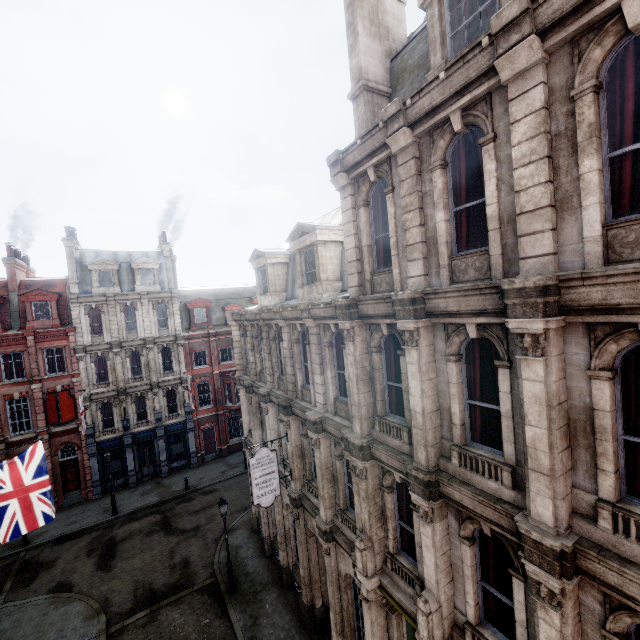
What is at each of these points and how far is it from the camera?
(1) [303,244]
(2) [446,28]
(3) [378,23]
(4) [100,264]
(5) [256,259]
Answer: (1) roof window, 12.8m
(2) roof window, 6.8m
(3) chimney, 9.5m
(4) roof window, 27.6m
(5) roof window, 17.6m

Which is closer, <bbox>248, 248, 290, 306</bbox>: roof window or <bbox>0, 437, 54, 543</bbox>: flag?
<bbox>0, 437, 54, 543</bbox>: flag

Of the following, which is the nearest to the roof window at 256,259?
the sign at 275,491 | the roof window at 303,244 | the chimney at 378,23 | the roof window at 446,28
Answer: the roof window at 303,244

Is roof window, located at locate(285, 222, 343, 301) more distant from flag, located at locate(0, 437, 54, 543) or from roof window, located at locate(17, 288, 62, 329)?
roof window, located at locate(17, 288, 62, 329)

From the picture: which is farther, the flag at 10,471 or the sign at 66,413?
the sign at 66,413

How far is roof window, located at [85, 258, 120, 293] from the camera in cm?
2728

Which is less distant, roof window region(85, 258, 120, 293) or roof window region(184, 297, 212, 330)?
roof window region(85, 258, 120, 293)

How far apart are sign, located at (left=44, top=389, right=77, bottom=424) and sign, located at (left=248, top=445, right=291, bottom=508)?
20.6 meters
